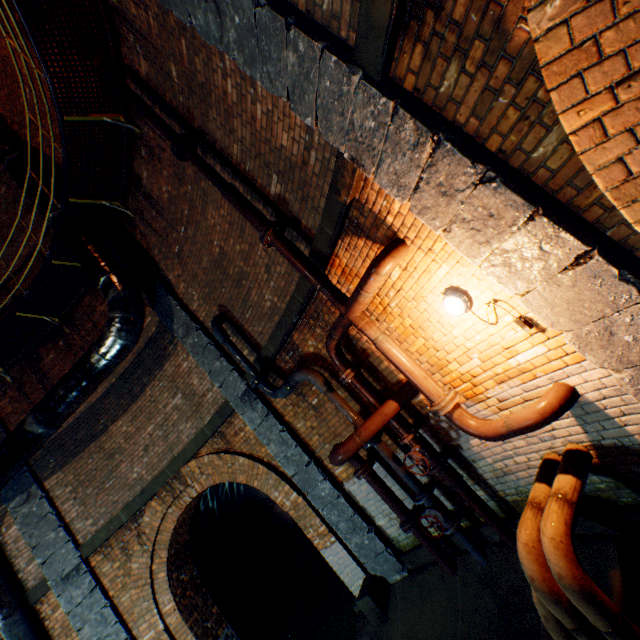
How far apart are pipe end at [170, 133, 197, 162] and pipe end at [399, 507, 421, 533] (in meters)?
6.37

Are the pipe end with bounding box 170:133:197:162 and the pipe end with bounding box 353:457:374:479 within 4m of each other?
no

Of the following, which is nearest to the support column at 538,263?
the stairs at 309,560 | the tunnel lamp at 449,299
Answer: the tunnel lamp at 449,299

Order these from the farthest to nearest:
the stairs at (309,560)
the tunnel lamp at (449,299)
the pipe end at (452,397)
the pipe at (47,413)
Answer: the stairs at (309,560), the pipe at (47,413), the pipe end at (452,397), the tunnel lamp at (449,299)

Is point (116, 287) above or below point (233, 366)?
above

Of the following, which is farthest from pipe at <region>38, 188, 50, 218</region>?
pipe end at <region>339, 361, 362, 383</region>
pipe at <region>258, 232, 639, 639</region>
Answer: pipe end at <region>339, 361, 362, 383</region>

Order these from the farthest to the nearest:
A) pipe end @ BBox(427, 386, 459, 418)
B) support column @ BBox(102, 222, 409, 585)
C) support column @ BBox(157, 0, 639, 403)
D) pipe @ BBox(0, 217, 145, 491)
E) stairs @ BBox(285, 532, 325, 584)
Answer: stairs @ BBox(285, 532, 325, 584) → pipe @ BBox(0, 217, 145, 491) → support column @ BBox(102, 222, 409, 585) → pipe end @ BBox(427, 386, 459, 418) → support column @ BBox(157, 0, 639, 403)

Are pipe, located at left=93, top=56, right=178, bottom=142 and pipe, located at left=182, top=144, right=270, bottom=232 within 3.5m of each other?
yes
